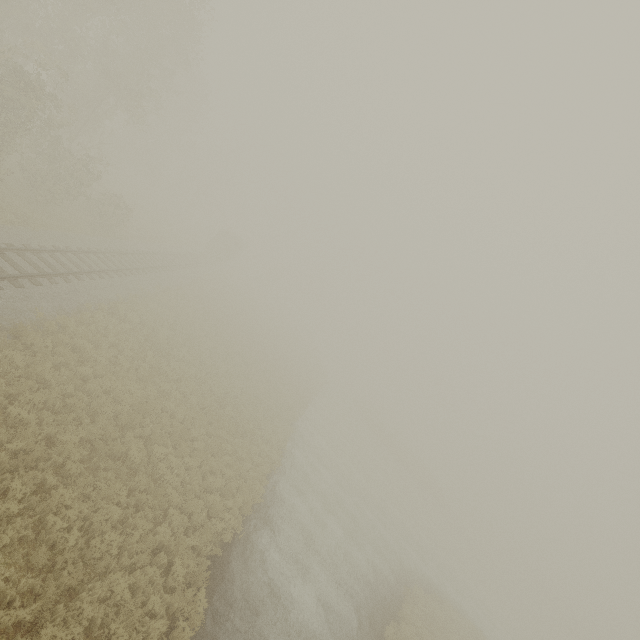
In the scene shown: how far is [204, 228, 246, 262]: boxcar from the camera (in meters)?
47.65

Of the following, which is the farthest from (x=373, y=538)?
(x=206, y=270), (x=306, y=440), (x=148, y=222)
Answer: (x=148, y=222)

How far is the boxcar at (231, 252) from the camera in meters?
47.7 m
